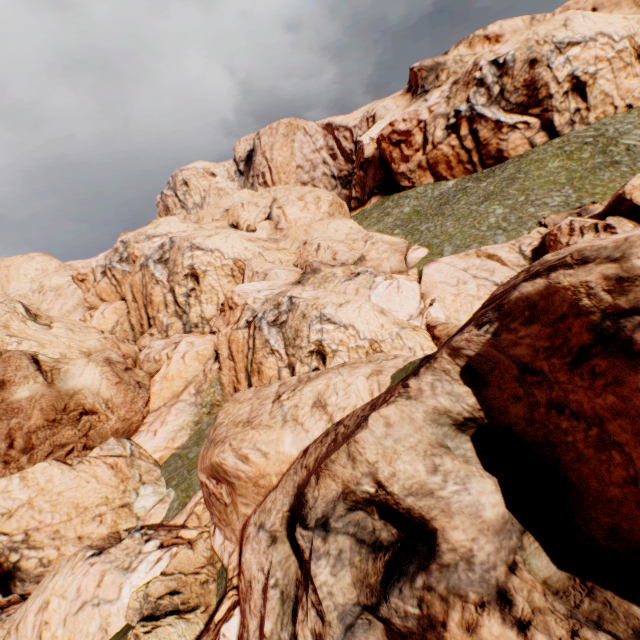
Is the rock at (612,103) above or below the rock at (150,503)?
above

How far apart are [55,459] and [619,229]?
39.9 meters

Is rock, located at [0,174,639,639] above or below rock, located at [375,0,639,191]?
below

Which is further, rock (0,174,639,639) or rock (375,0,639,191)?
rock (375,0,639,191)

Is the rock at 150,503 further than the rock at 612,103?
No
